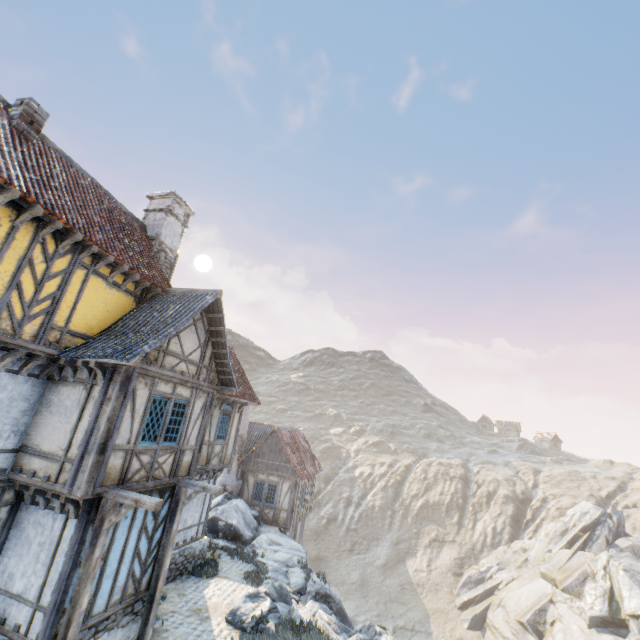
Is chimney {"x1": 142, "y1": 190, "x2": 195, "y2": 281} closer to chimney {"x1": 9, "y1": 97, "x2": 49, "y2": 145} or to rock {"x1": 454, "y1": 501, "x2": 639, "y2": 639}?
chimney {"x1": 9, "y1": 97, "x2": 49, "y2": 145}

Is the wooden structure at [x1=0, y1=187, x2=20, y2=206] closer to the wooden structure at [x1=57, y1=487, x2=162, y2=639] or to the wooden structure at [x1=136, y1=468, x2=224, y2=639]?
the wooden structure at [x1=57, y1=487, x2=162, y2=639]

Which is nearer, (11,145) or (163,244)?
(11,145)

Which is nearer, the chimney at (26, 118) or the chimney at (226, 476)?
the chimney at (26, 118)

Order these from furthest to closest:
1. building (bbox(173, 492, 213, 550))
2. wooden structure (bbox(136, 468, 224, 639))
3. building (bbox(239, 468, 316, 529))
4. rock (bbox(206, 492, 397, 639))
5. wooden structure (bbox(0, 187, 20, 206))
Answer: building (bbox(239, 468, 316, 529)) < building (bbox(173, 492, 213, 550)) < rock (bbox(206, 492, 397, 639)) < wooden structure (bbox(136, 468, 224, 639)) < wooden structure (bbox(0, 187, 20, 206))

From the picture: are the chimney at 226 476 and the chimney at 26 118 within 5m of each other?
no

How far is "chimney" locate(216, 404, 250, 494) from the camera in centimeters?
2133cm
